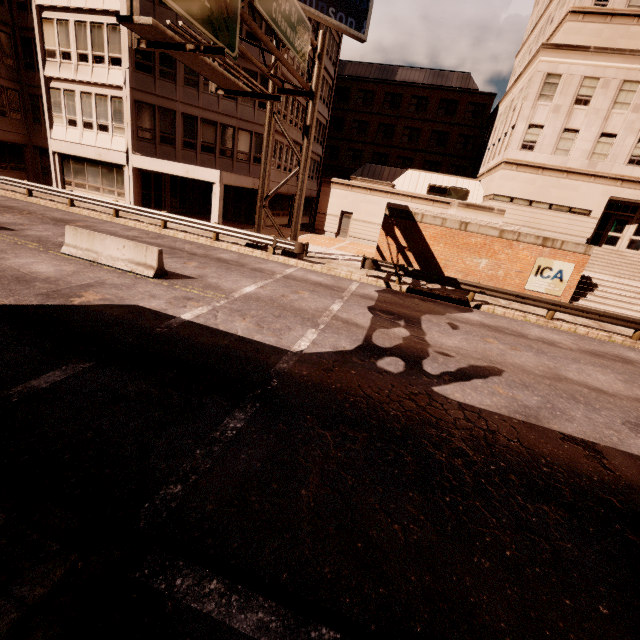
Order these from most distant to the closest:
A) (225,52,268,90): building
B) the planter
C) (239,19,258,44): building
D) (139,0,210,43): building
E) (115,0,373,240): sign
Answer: (225,52,268,90): building → (239,19,258,44): building → (139,0,210,43): building → the planter → (115,0,373,240): sign

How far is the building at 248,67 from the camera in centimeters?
2212cm

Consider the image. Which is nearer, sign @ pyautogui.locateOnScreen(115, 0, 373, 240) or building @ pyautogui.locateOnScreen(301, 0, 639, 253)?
sign @ pyautogui.locateOnScreen(115, 0, 373, 240)

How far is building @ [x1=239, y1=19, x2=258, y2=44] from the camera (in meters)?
21.53

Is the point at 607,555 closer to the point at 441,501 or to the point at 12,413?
the point at 441,501

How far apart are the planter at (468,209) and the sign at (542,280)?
2.45m

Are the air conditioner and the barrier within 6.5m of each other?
no

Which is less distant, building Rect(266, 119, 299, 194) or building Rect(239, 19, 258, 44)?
building Rect(239, 19, 258, 44)
